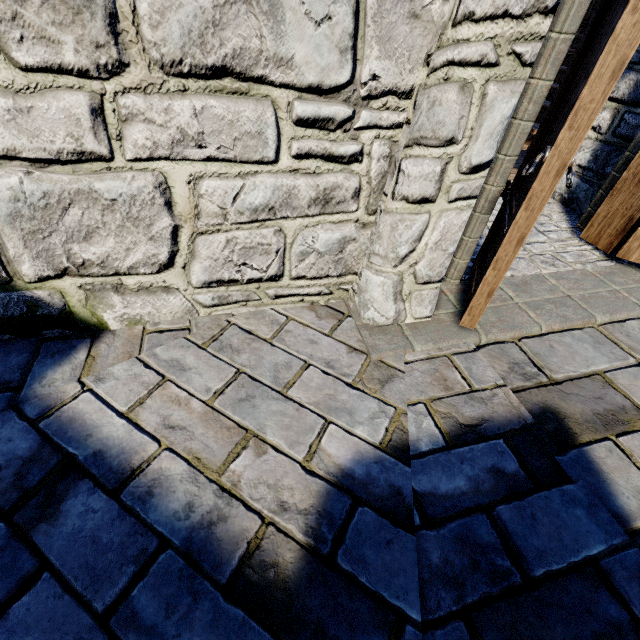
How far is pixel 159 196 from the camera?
1.6m
